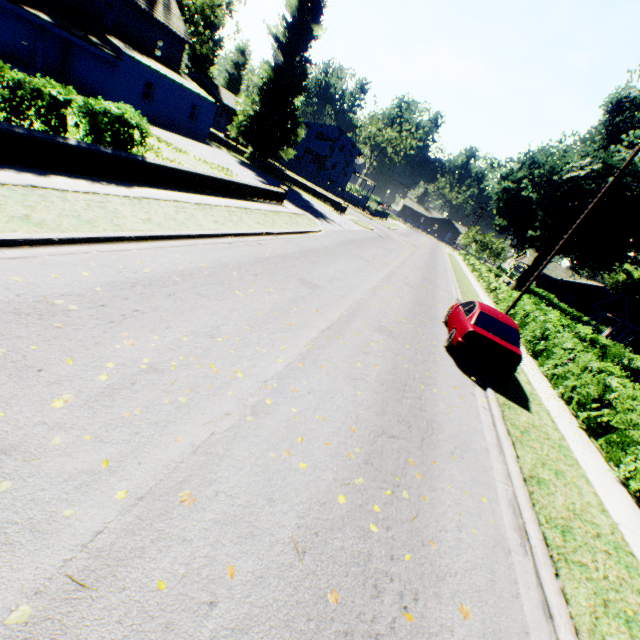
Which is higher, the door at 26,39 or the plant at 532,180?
the plant at 532,180

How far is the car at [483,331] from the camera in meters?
9.1

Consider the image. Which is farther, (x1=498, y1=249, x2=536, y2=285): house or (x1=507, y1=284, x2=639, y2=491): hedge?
(x1=498, y1=249, x2=536, y2=285): house

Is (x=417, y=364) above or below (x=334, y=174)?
below

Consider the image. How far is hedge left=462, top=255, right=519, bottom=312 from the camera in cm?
2230

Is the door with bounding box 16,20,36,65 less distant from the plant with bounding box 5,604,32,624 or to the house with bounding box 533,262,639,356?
the plant with bounding box 5,604,32,624

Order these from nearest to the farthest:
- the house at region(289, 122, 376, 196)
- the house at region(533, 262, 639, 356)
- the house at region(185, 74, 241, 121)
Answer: the house at region(533, 262, 639, 356)
the house at region(289, 122, 376, 196)
the house at region(185, 74, 241, 121)

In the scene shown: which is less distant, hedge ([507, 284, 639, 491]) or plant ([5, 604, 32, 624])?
plant ([5, 604, 32, 624])
